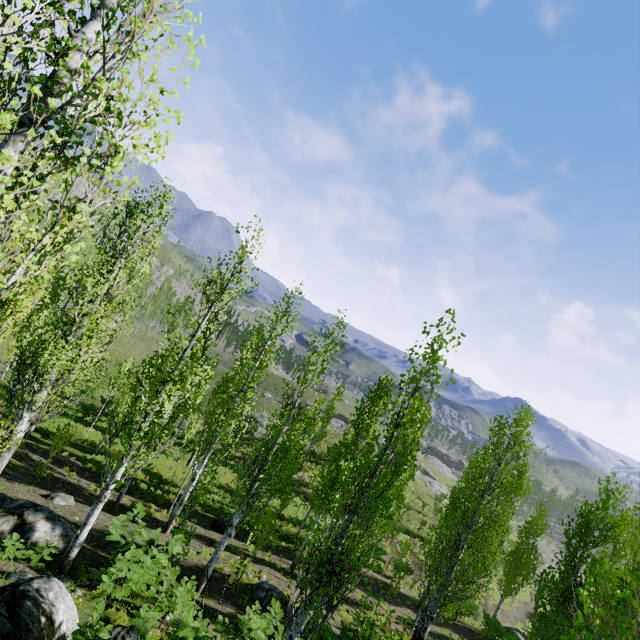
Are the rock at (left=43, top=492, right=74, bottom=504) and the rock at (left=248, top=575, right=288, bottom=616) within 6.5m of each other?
no

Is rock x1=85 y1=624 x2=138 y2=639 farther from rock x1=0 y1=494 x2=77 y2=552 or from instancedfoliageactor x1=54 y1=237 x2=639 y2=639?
rock x1=0 y1=494 x2=77 y2=552

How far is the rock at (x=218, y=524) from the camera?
18.6 meters

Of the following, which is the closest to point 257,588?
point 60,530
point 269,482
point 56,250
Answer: point 269,482

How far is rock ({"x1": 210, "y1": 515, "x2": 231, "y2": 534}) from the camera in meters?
18.6 m

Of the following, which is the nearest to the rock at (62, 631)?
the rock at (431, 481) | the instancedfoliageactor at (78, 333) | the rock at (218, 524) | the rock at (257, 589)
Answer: the instancedfoliageactor at (78, 333)

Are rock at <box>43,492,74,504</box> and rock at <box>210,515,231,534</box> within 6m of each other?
no

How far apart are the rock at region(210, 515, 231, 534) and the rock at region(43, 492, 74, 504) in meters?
7.3 m
